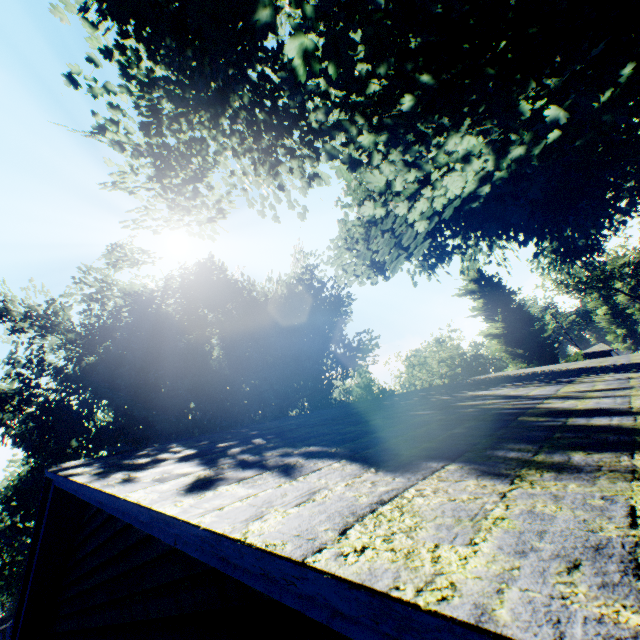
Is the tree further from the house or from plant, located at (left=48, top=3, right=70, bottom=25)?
the house

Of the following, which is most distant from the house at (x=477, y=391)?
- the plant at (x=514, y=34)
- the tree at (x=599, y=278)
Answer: the tree at (x=599, y=278)

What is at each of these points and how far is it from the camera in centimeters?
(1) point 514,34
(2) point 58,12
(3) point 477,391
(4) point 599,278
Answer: (1) plant, 407cm
(2) plant, 676cm
(3) house, 645cm
(4) tree, 5419cm

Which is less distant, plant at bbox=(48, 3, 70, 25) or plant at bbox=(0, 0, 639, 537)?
plant at bbox=(0, 0, 639, 537)

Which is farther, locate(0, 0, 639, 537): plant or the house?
locate(0, 0, 639, 537): plant

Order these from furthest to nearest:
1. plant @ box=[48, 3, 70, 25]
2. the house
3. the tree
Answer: the tree → plant @ box=[48, 3, 70, 25] → the house

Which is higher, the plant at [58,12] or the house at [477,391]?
the plant at [58,12]
